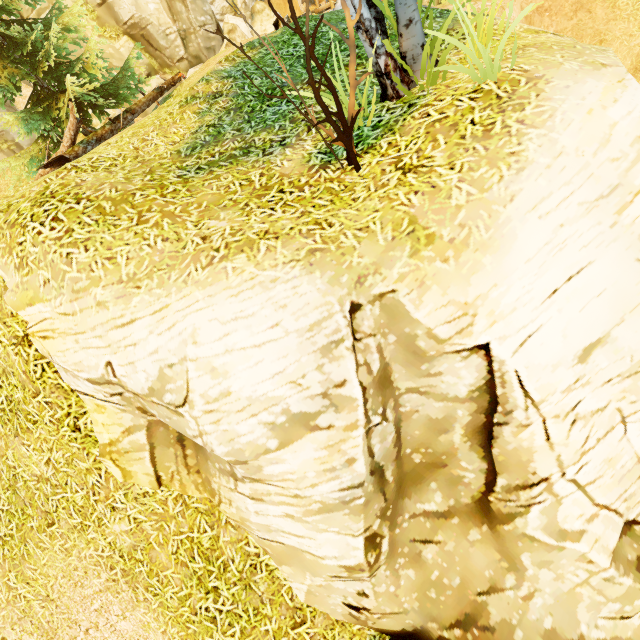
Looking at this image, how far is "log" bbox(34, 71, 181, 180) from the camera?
7.7m

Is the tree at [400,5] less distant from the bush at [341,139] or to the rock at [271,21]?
the bush at [341,139]

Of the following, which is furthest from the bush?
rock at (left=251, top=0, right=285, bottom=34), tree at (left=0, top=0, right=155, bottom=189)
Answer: rock at (left=251, top=0, right=285, bottom=34)

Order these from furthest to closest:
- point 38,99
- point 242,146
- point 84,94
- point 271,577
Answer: point 38,99 → point 84,94 → point 242,146 → point 271,577

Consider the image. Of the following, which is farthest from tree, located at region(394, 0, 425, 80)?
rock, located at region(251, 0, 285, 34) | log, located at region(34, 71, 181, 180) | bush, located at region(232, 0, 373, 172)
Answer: rock, located at region(251, 0, 285, 34)

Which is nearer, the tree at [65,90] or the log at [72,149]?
the log at [72,149]

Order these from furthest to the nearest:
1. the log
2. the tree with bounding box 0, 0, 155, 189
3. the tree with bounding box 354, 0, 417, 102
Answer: the tree with bounding box 0, 0, 155, 189, the log, the tree with bounding box 354, 0, 417, 102
